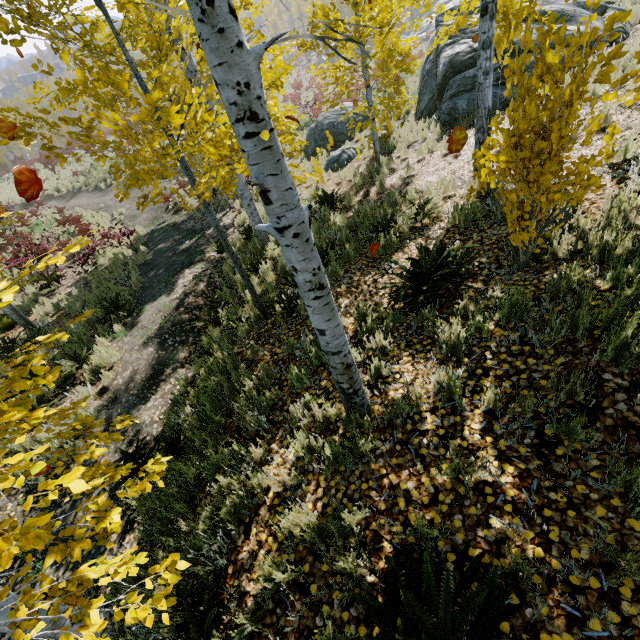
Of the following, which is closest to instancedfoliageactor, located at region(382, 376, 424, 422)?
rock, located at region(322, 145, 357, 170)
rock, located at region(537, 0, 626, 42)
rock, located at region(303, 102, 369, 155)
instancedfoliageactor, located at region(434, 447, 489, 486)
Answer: instancedfoliageactor, located at region(434, 447, 489, 486)

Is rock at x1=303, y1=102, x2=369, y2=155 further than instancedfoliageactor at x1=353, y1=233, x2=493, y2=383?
Yes

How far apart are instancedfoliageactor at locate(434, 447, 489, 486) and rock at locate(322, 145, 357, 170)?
12.2m

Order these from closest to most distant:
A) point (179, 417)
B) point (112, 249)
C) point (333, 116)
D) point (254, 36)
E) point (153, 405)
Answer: point (254, 36)
point (179, 417)
point (153, 405)
point (112, 249)
point (333, 116)

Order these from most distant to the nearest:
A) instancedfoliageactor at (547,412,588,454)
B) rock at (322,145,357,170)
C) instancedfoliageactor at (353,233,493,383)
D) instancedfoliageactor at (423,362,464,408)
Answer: rock at (322,145,357,170) → instancedfoliageactor at (353,233,493,383) → instancedfoliageactor at (423,362,464,408) → instancedfoliageactor at (547,412,588,454)

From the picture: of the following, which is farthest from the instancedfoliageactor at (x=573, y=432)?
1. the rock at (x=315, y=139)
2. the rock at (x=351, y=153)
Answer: the rock at (x=315, y=139)

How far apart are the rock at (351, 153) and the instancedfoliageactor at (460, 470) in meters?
12.2

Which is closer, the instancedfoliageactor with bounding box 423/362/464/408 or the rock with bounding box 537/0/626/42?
the instancedfoliageactor with bounding box 423/362/464/408
